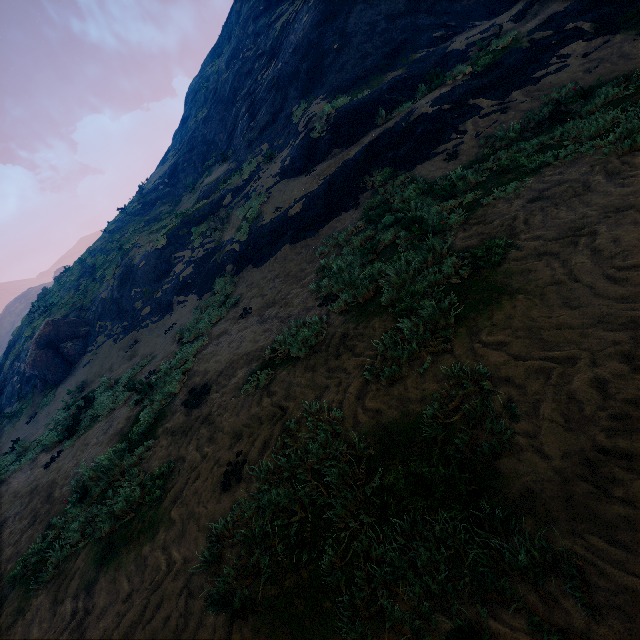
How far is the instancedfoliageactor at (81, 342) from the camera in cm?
1692

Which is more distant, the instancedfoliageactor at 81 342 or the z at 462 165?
the instancedfoliageactor at 81 342

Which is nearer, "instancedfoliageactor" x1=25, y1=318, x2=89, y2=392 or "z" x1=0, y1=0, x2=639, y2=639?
"z" x1=0, y1=0, x2=639, y2=639

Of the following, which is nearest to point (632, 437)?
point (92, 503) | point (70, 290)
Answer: point (92, 503)

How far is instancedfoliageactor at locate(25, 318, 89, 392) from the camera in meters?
16.9 m
